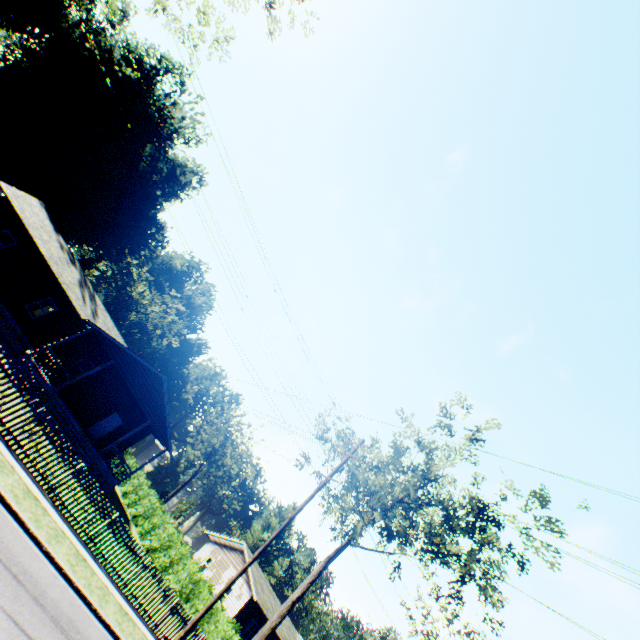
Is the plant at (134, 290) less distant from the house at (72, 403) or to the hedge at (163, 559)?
the house at (72, 403)

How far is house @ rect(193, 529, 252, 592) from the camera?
32.7 meters

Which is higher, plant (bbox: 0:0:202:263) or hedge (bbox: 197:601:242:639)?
plant (bbox: 0:0:202:263)

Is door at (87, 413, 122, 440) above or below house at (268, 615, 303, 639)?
below

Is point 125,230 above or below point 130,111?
below

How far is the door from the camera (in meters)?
24.84

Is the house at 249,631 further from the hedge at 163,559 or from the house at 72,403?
the house at 72,403

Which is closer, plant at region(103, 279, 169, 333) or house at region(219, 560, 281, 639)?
house at region(219, 560, 281, 639)
